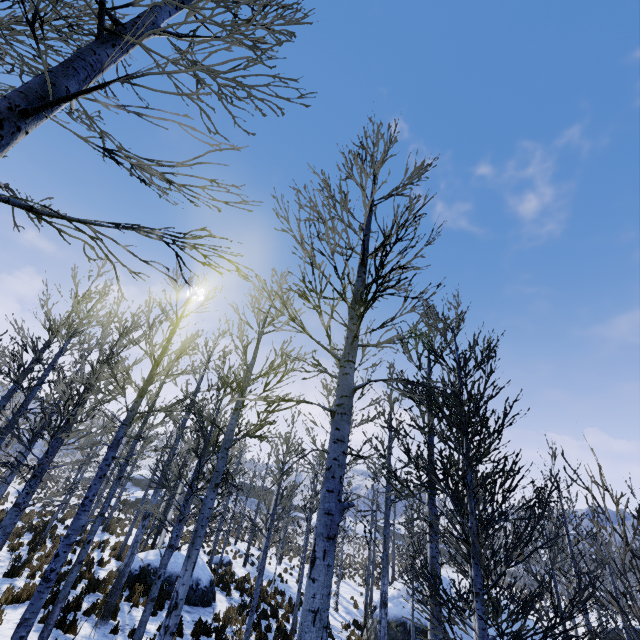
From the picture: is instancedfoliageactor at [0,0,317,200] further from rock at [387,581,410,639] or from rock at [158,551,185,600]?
rock at [387,581,410,639]

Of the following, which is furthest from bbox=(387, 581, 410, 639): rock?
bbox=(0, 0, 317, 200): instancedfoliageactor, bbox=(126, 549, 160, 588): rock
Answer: bbox=(126, 549, 160, 588): rock

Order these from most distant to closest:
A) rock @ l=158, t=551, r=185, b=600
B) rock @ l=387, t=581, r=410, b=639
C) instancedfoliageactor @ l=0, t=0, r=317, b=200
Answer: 1. rock @ l=387, t=581, r=410, b=639
2. rock @ l=158, t=551, r=185, b=600
3. instancedfoliageactor @ l=0, t=0, r=317, b=200

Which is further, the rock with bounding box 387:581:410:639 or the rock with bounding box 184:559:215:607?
the rock with bounding box 387:581:410:639

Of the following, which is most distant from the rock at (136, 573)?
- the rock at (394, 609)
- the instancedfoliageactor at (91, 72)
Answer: the rock at (394, 609)

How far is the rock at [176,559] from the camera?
13.0m

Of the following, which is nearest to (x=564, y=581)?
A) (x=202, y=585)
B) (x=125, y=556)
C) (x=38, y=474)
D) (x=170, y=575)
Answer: (x=202, y=585)
